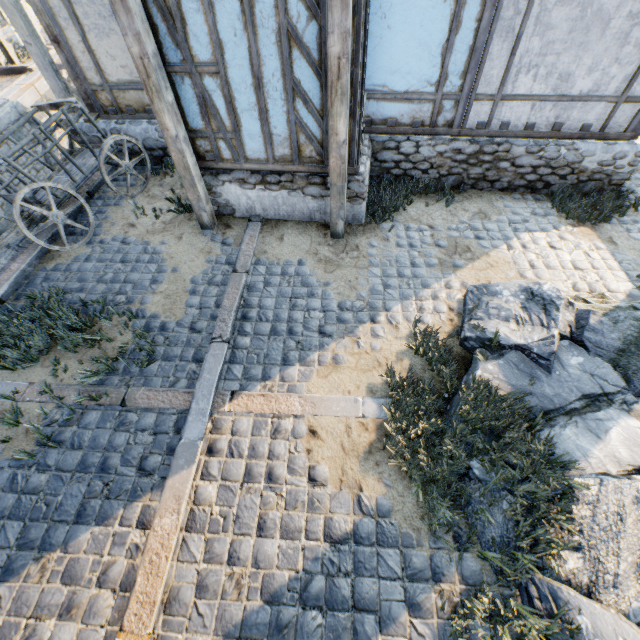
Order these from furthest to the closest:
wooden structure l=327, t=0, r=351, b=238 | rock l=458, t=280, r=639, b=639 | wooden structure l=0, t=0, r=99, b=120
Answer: wooden structure l=0, t=0, r=99, b=120 < wooden structure l=327, t=0, r=351, b=238 < rock l=458, t=280, r=639, b=639

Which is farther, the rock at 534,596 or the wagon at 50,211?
the wagon at 50,211

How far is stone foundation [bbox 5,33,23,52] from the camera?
13.8m

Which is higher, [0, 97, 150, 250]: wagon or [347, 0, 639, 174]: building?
[347, 0, 639, 174]: building

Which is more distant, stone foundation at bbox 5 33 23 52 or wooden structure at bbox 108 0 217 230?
stone foundation at bbox 5 33 23 52

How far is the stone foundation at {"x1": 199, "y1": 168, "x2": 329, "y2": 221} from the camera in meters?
5.8 m

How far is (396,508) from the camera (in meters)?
3.41

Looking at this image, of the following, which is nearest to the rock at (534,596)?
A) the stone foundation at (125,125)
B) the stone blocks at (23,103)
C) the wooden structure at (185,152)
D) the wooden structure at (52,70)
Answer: the stone blocks at (23,103)
